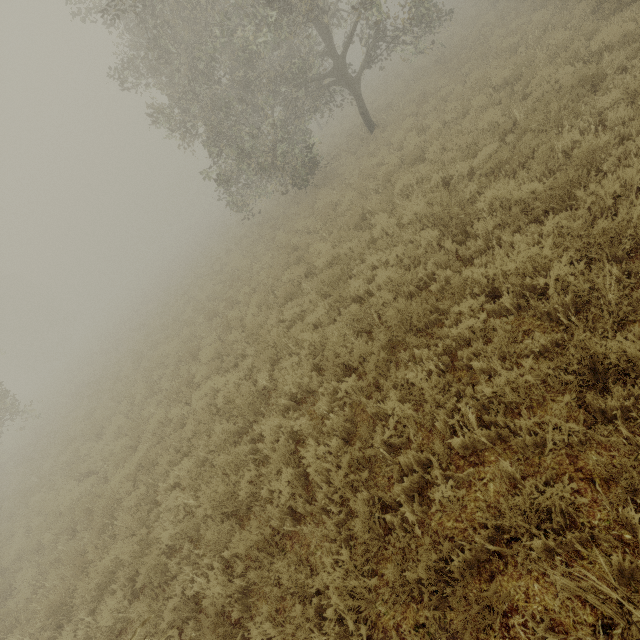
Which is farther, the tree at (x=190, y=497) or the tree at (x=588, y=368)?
the tree at (x=190, y=497)

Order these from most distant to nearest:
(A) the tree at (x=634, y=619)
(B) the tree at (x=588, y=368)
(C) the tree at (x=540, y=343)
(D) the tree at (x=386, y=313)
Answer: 1. (D) the tree at (x=386, y=313)
2. (C) the tree at (x=540, y=343)
3. (B) the tree at (x=588, y=368)
4. (A) the tree at (x=634, y=619)

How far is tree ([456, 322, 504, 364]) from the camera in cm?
398

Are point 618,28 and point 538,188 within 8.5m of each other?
yes

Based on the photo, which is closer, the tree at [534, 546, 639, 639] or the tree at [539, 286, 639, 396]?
the tree at [534, 546, 639, 639]
